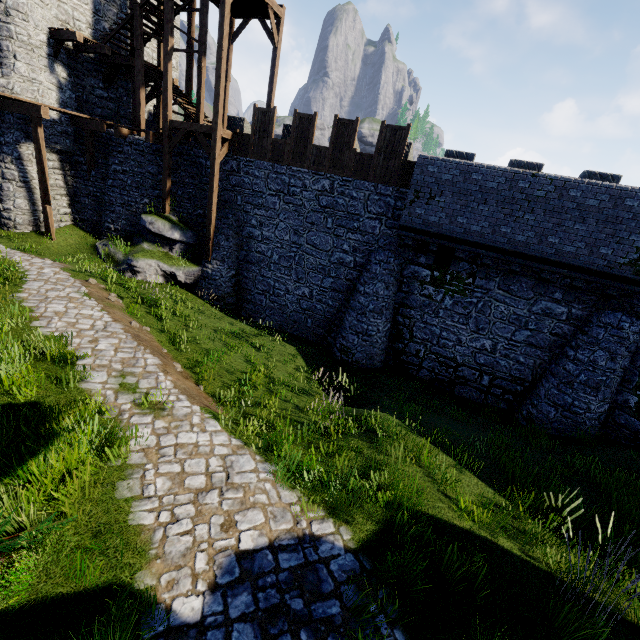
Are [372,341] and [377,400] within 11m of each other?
yes

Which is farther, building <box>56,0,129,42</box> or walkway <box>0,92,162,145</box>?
building <box>56,0,129,42</box>

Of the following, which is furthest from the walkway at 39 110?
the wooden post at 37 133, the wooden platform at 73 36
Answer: the wooden platform at 73 36

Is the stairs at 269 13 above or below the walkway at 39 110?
above

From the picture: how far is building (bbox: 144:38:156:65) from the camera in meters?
19.9 m

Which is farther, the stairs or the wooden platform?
the wooden platform

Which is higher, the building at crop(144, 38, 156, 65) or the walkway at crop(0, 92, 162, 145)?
the building at crop(144, 38, 156, 65)

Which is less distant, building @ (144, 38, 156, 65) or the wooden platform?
the wooden platform
